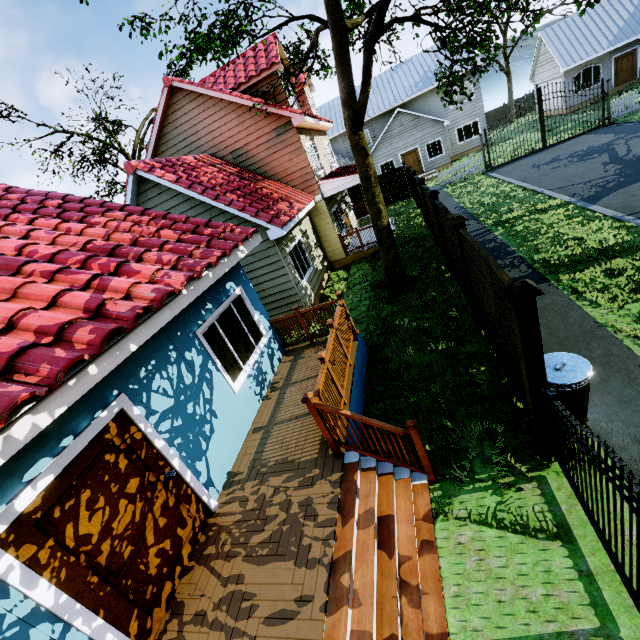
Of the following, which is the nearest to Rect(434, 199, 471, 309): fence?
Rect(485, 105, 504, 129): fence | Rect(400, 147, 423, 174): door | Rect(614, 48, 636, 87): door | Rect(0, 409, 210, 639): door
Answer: Rect(0, 409, 210, 639): door

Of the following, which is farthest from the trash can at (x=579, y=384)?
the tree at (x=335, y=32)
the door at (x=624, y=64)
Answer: the door at (x=624, y=64)

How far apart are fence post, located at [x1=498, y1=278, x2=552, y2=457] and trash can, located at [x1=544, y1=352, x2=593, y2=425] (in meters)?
0.28

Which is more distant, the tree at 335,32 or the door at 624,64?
the door at 624,64

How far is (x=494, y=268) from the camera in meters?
4.2

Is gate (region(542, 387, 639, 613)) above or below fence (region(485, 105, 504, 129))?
below

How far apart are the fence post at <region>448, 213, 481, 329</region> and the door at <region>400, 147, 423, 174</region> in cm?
2464

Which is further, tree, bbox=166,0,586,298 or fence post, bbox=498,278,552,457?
tree, bbox=166,0,586,298
